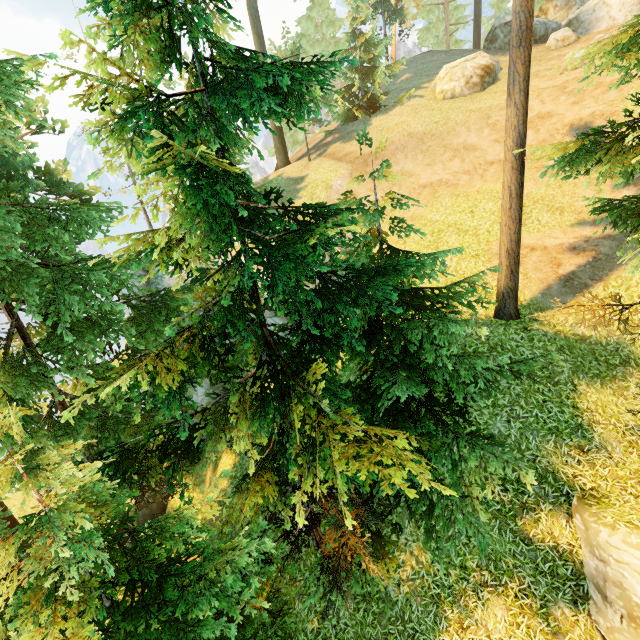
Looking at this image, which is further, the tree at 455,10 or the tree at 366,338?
the tree at 455,10

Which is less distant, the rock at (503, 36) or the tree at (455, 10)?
the rock at (503, 36)

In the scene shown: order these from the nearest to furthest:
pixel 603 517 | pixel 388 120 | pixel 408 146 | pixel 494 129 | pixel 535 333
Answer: pixel 603 517 → pixel 535 333 → pixel 494 129 → pixel 408 146 → pixel 388 120

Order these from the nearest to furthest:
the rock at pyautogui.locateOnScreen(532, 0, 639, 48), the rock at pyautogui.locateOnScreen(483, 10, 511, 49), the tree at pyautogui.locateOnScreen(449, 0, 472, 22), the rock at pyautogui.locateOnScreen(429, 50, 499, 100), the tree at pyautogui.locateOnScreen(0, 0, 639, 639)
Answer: the tree at pyautogui.locateOnScreen(0, 0, 639, 639), the rock at pyautogui.locateOnScreen(429, 50, 499, 100), the rock at pyautogui.locateOnScreen(532, 0, 639, 48), the rock at pyautogui.locateOnScreen(483, 10, 511, 49), the tree at pyautogui.locateOnScreen(449, 0, 472, 22)

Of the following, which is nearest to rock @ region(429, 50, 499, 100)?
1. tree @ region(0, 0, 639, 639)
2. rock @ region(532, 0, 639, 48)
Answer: rock @ region(532, 0, 639, 48)

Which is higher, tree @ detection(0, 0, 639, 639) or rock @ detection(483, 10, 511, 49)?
rock @ detection(483, 10, 511, 49)
